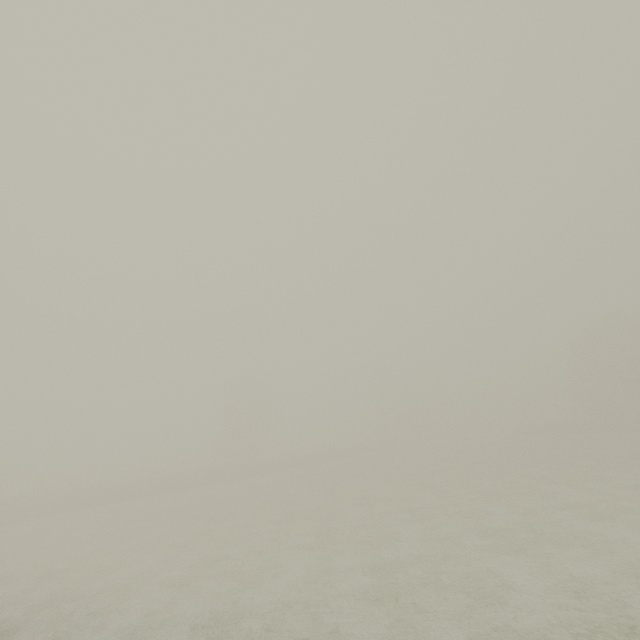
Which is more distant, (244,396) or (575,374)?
(244,396)
